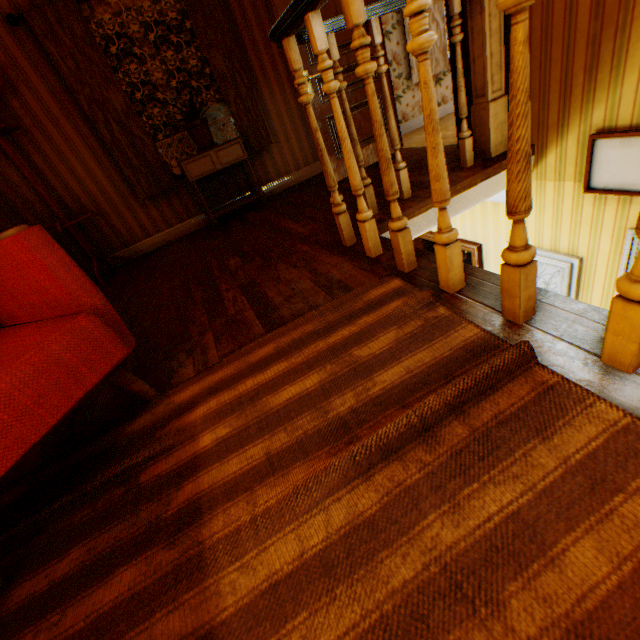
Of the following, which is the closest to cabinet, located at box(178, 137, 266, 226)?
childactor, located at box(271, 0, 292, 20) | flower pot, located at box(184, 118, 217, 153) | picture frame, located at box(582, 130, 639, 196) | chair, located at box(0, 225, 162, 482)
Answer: flower pot, located at box(184, 118, 217, 153)

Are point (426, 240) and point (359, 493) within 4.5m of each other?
no

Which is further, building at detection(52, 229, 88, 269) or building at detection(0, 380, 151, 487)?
building at detection(52, 229, 88, 269)

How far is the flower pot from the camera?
3.74m

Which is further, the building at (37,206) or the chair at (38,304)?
the building at (37,206)

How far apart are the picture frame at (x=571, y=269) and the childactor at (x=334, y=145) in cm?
202

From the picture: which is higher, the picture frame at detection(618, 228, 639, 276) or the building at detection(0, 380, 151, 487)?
the building at detection(0, 380, 151, 487)
